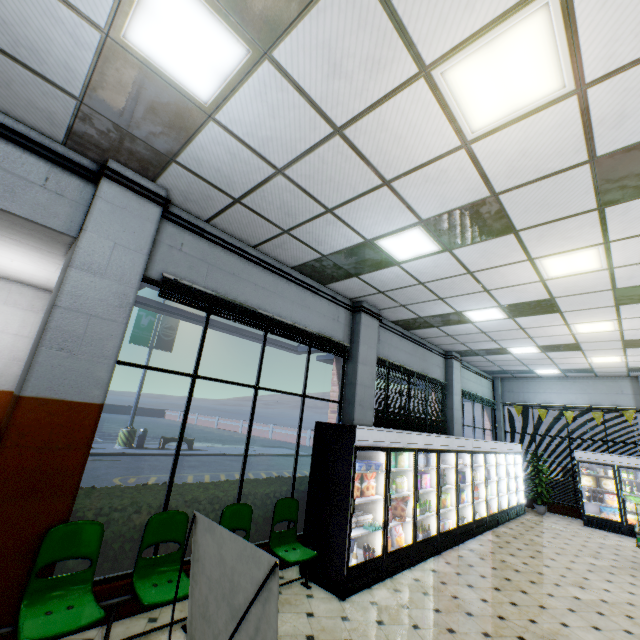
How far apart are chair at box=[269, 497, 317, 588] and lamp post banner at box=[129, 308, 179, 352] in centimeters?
1507cm

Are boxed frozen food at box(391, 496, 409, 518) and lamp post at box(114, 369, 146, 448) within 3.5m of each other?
no

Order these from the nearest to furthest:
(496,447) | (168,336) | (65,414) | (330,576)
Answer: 1. (65,414)
2. (330,576)
3. (496,447)
4. (168,336)

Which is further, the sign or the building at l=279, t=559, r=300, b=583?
the building at l=279, t=559, r=300, b=583

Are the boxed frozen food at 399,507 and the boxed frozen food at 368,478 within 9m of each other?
yes

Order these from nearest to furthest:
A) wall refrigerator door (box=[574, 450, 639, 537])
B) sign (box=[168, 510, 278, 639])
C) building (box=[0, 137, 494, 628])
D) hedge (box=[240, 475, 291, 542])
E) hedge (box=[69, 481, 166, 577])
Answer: sign (box=[168, 510, 278, 639]) < building (box=[0, 137, 494, 628]) < hedge (box=[69, 481, 166, 577]) < hedge (box=[240, 475, 291, 542]) < wall refrigerator door (box=[574, 450, 639, 537])

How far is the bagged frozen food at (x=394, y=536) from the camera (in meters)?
5.62

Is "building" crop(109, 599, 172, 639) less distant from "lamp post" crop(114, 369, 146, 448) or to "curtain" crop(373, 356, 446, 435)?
"curtain" crop(373, 356, 446, 435)
